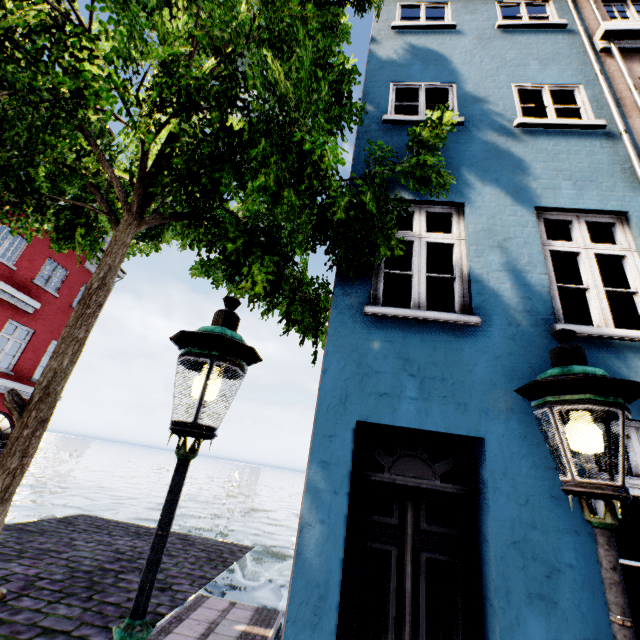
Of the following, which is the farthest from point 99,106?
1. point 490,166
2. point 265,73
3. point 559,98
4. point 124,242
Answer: point 559,98

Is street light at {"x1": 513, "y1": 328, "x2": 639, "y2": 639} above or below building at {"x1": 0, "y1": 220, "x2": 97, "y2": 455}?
below

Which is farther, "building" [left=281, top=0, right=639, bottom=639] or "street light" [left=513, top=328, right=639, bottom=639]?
"building" [left=281, top=0, right=639, bottom=639]

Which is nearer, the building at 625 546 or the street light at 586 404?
the street light at 586 404

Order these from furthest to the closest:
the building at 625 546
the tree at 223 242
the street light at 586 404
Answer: the building at 625 546 < the tree at 223 242 < the street light at 586 404

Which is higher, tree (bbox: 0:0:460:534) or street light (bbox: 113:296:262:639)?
tree (bbox: 0:0:460:534)

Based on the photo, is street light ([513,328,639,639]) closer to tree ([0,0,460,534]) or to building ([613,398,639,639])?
building ([613,398,639,639])

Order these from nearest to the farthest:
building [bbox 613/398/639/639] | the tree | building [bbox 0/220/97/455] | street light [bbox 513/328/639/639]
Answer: street light [bbox 513/328/639/639] < the tree < building [bbox 613/398/639/639] < building [bbox 0/220/97/455]
